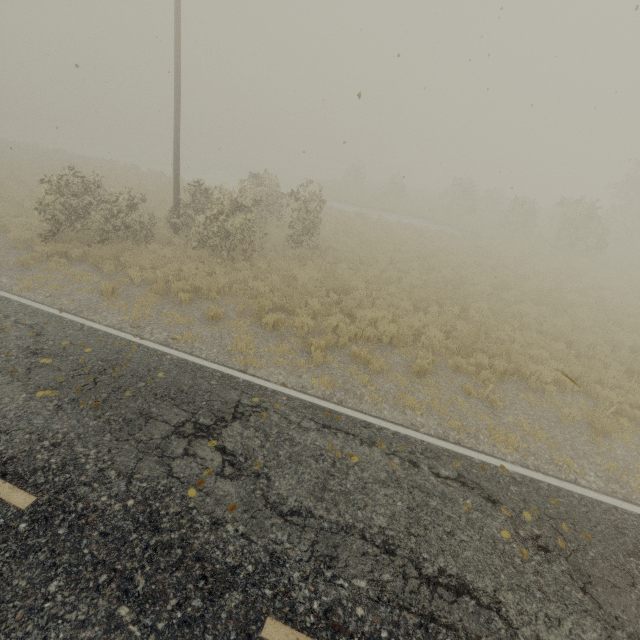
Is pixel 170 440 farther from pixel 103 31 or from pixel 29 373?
pixel 103 31
